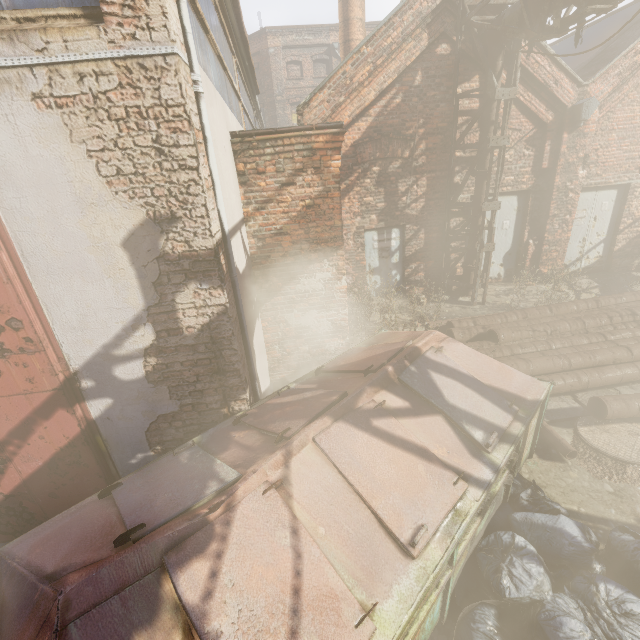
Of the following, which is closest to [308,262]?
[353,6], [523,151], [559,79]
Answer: [523,151]

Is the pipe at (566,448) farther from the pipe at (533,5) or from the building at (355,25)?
the building at (355,25)

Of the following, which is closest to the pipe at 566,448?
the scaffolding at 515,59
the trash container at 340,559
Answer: the trash container at 340,559

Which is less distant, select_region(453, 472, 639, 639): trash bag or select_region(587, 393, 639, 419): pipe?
select_region(453, 472, 639, 639): trash bag

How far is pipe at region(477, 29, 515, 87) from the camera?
6.5m

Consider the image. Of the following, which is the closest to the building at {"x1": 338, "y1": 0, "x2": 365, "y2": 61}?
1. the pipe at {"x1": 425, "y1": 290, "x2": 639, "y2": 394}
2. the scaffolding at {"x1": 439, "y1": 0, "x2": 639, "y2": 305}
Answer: the scaffolding at {"x1": 439, "y1": 0, "x2": 639, "y2": 305}

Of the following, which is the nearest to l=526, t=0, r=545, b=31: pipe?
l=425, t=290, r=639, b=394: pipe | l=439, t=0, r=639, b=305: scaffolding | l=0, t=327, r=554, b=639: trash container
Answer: l=439, t=0, r=639, b=305: scaffolding

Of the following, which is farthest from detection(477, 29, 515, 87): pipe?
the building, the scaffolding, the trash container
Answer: the building
